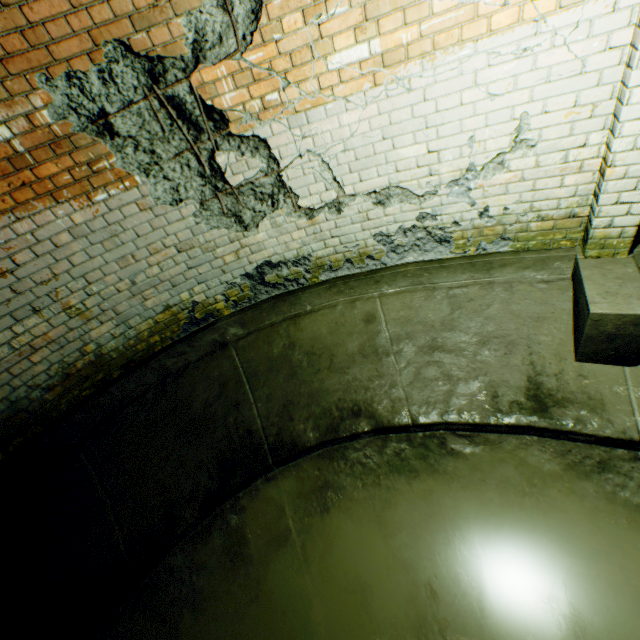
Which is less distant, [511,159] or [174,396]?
[511,159]
